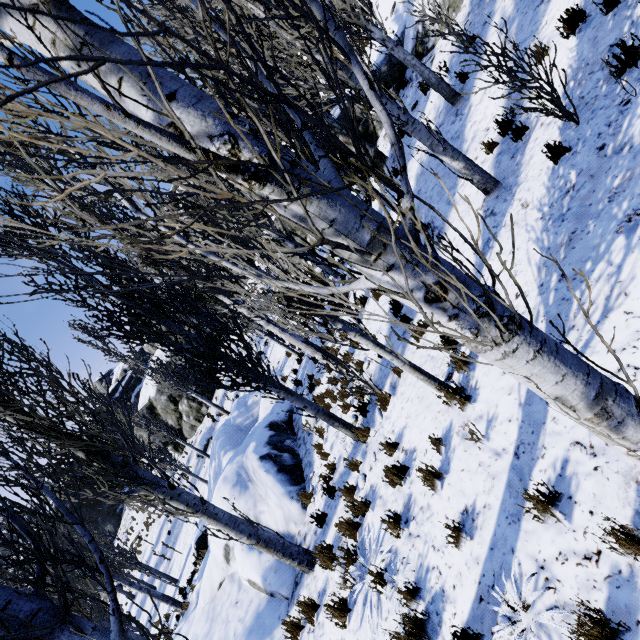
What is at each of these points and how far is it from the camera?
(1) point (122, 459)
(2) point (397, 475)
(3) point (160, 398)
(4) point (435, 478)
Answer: (1) instancedfoliageactor, 5.91m
(2) instancedfoliageactor, 5.05m
(3) rock, 28.41m
(4) instancedfoliageactor, 4.33m

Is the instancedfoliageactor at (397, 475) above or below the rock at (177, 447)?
below

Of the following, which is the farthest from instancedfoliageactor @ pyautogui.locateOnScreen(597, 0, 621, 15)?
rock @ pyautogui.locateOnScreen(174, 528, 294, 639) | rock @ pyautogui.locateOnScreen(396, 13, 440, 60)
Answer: rock @ pyautogui.locateOnScreen(396, 13, 440, 60)

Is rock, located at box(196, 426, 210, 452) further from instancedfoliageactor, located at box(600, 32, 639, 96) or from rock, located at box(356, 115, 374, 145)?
rock, located at box(356, 115, 374, 145)

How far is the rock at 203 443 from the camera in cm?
2593

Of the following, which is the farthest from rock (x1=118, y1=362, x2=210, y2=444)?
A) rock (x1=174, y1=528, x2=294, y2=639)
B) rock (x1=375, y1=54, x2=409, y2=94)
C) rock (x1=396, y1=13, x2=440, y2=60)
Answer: rock (x1=396, y1=13, x2=440, y2=60)
